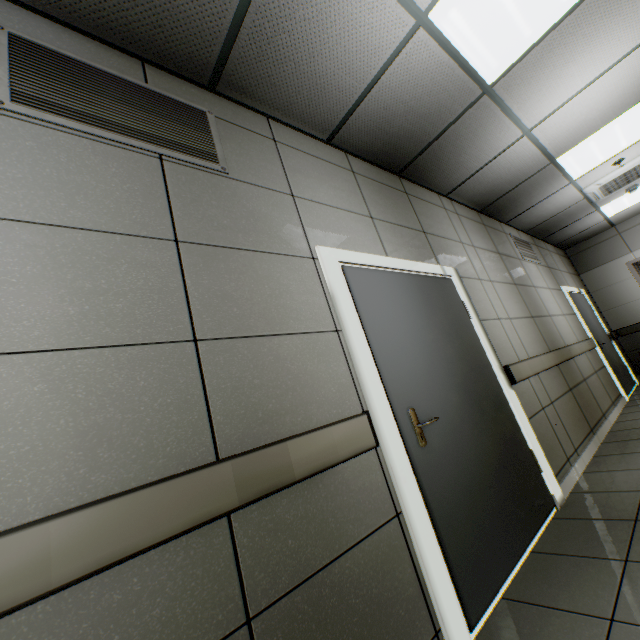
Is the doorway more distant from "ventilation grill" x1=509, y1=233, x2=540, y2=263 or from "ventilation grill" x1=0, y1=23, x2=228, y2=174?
"ventilation grill" x1=509, y1=233, x2=540, y2=263

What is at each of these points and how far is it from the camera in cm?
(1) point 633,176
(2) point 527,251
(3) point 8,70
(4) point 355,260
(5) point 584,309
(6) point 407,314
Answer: (1) air conditioning vent, 494
(2) ventilation grill, 553
(3) ventilation grill, 131
(4) doorway, 222
(5) door, 641
(6) door, 236

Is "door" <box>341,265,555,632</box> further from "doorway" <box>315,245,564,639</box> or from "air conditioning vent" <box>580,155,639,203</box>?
"air conditioning vent" <box>580,155,639,203</box>

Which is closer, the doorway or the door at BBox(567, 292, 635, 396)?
the doorway

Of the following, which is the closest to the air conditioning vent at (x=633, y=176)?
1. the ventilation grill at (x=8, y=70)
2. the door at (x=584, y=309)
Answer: the door at (x=584, y=309)

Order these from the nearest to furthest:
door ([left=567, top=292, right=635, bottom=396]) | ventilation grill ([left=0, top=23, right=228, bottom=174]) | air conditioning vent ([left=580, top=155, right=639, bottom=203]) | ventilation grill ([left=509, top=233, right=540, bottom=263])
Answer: ventilation grill ([left=0, top=23, right=228, bottom=174]) → air conditioning vent ([left=580, top=155, right=639, bottom=203]) → ventilation grill ([left=509, top=233, right=540, bottom=263]) → door ([left=567, top=292, right=635, bottom=396])

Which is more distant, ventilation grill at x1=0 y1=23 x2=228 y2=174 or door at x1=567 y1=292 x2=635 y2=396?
door at x1=567 y1=292 x2=635 y2=396

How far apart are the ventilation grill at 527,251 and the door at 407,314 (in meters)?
2.98
